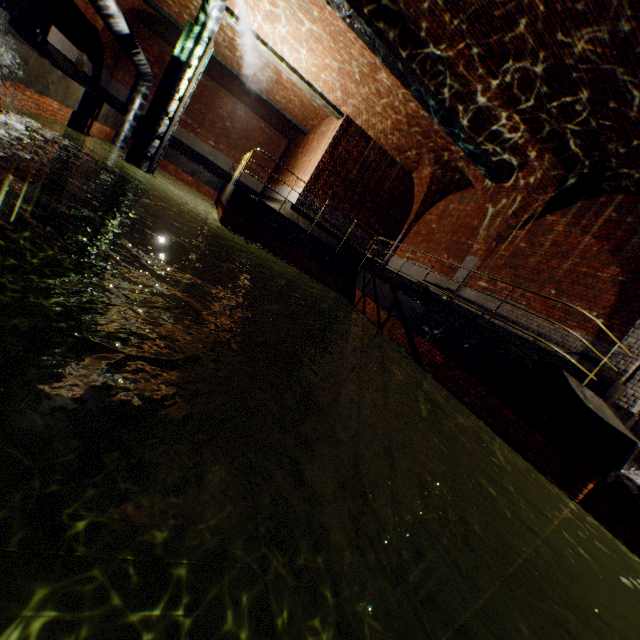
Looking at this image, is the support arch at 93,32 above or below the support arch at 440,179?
below

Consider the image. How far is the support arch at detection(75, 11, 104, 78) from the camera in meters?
12.6

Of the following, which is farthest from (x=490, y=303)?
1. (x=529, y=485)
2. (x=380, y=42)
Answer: (x=380, y=42)

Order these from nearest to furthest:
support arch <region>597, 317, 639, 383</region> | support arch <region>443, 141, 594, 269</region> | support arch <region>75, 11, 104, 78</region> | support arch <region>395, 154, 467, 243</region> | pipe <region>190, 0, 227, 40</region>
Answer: support arch <region>597, 317, 639, 383</region>, support arch <region>443, 141, 594, 269</region>, pipe <region>190, 0, 227, 40</region>, support arch <region>395, 154, 467, 243</region>, support arch <region>75, 11, 104, 78</region>

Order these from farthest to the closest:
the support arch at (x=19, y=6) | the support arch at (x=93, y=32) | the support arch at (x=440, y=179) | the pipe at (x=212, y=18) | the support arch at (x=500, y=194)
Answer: the support arch at (x=93, y=32) → the support arch at (x=440, y=179) → the pipe at (x=212, y=18) → the support arch at (x=19, y=6) → the support arch at (x=500, y=194)

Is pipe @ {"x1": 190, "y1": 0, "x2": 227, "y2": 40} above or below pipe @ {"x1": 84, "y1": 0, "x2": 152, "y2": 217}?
above

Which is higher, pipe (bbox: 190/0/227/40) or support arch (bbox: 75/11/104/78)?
pipe (bbox: 190/0/227/40)

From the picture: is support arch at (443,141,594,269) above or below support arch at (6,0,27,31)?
above
